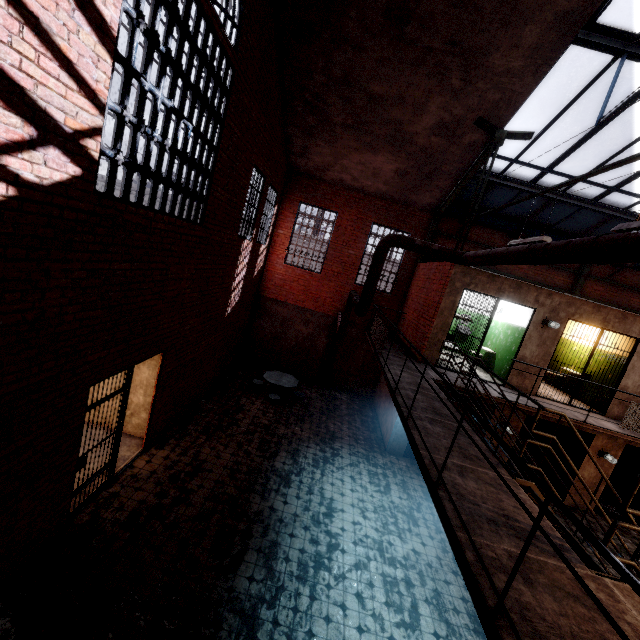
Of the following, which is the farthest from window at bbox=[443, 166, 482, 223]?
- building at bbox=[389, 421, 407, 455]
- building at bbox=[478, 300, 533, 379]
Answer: building at bbox=[389, 421, 407, 455]

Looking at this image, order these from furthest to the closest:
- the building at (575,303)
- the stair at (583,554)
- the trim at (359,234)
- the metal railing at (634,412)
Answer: the trim at (359,234) < the building at (575,303) < the metal railing at (634,412) < the stair at (583,554)

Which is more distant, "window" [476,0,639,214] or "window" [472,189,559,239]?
"window" [472,189,559,239]

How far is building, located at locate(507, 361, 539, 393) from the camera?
9.20m

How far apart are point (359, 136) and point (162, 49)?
6.9 meters

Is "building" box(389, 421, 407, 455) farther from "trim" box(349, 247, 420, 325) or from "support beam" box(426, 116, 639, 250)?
"trim" box(349, 247, 420, 325)

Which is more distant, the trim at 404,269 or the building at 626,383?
the trim at 404,269

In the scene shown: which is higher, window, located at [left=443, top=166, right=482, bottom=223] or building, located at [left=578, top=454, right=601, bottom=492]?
window, located at [left=443, top=166, right=482, bottom=223]
